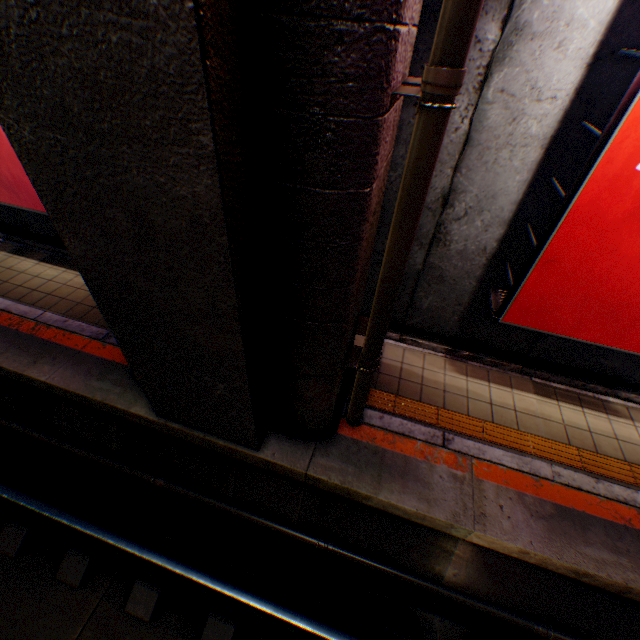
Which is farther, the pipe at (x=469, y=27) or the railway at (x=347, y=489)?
the railway at (x=347, y=489)

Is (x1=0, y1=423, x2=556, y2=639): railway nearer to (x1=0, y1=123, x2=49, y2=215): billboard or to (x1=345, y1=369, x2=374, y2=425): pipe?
(x1=345, y1=369, x2=374, y2=425): pipe

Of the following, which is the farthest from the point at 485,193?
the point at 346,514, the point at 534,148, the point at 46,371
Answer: the point at 46,371

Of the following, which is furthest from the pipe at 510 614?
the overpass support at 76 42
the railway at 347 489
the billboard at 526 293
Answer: the billboard at 526 293

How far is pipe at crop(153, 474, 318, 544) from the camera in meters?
4.3 m

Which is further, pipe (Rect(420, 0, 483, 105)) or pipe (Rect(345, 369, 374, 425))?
pipe (Rect(345, 369, 374, 425))

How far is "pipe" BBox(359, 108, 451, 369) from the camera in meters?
2.0

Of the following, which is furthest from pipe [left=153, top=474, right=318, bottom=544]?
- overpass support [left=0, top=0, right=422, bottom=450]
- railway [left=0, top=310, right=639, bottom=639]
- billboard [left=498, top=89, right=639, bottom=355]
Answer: billboard [left=498, top=89, right=639, bottom=355]
